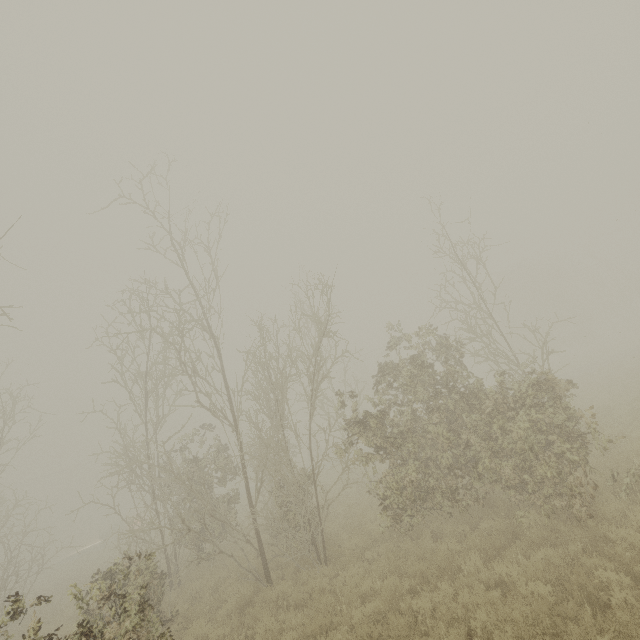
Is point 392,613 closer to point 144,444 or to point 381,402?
point 381,402
